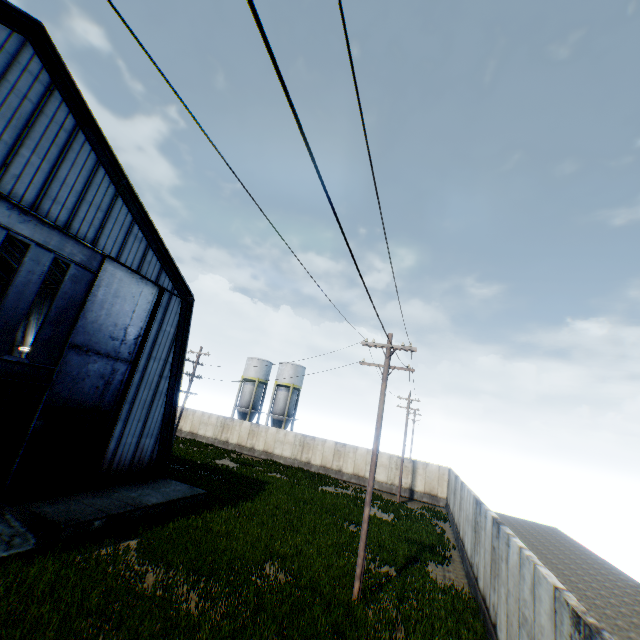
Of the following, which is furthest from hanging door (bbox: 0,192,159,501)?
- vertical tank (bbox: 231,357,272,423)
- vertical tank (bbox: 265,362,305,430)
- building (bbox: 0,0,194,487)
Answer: vertical tank (bbox: 231,357,272,423)

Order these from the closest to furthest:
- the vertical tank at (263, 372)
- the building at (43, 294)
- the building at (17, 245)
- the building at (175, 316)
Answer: the building at (175, 316), the building at (17, 245), the building at (43, 294), the vertical tank at (263, 372)

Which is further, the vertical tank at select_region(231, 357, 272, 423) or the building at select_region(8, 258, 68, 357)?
the vertical tank at select_region(231, 357, 272, 423)

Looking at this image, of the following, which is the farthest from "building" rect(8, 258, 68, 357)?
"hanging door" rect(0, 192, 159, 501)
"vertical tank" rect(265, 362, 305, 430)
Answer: "vertical tank" rect(265, 362, 305, 430)

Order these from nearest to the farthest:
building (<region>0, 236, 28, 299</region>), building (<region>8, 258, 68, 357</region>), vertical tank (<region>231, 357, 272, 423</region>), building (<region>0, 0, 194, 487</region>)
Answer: building (<region>0, 0, 194, 487</region>) → building (<region>0, 236, 28, 299</region>) → building (<region>8, 258, 68, 357</region>) → vertical tank (<region>231, 357, 272, 423</region>)

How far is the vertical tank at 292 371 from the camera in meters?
45.5

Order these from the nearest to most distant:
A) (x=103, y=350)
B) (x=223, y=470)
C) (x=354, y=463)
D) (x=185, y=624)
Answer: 1. (x=185, y=624)
2. (x=103, y=350)
3. (x=223, y=470)
4. (x=354, y=463)

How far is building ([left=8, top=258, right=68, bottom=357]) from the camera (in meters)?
23.21
